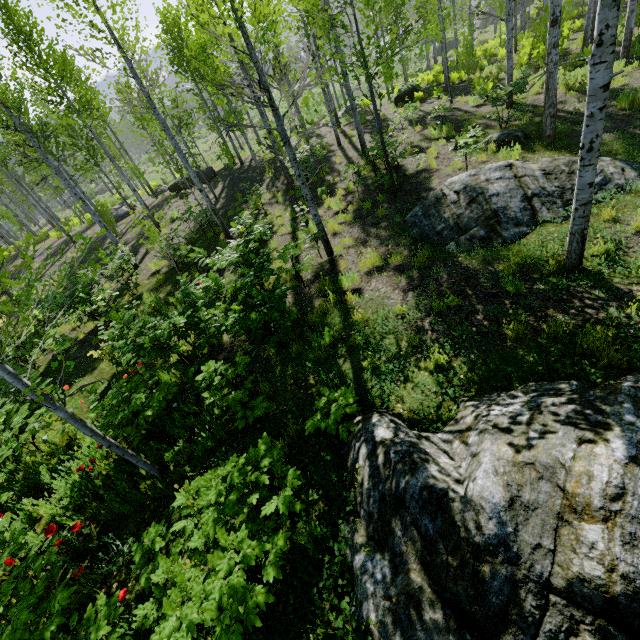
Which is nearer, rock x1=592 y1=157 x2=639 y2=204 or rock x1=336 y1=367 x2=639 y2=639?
rock x1=336 y1=367 x2=639 y2=639

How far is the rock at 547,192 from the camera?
6.4 meters

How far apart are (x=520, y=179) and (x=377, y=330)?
4.9m

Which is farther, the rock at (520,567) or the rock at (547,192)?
the rock at (547,192)

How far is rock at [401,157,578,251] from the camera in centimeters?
638cm

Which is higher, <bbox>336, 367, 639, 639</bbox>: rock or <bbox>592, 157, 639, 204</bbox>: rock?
<bbox>336, 367, 639, 639</bbox>: rock
